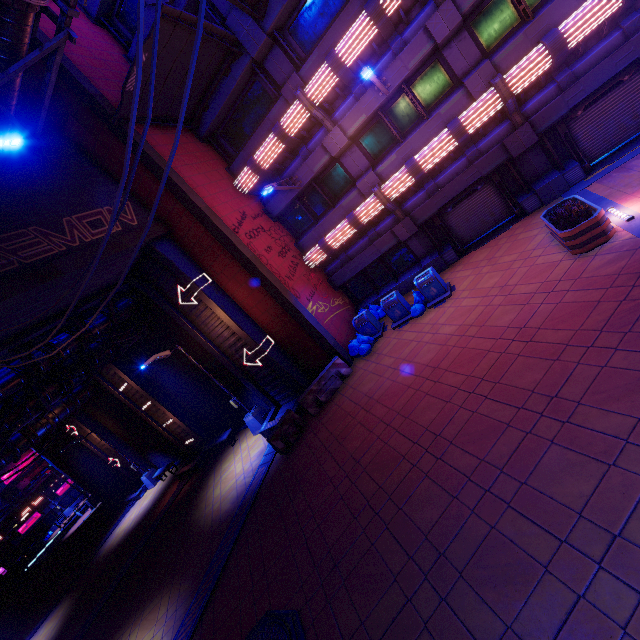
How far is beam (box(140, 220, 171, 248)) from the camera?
12.12m

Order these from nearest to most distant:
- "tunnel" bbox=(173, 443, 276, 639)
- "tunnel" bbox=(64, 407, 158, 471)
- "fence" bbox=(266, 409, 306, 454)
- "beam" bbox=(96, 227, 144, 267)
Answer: "tunnel" bbox=(173, 443, 276, 639) < "beam" bbox=(96, 227, 144, 267) < "fence" bbox=(266, 409, 306, 454) < "tunnel" bbox=(64, 407, 158, 471)

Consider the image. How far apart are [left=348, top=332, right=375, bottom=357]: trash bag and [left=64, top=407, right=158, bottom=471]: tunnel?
19.6m

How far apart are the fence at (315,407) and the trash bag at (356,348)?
0.51m

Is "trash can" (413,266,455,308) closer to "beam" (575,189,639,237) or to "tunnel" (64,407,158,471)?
"beam" (575,189,639,237)

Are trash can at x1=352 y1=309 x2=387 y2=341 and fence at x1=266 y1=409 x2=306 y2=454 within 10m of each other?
yes

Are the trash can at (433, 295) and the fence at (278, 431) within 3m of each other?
no

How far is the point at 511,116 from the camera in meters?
11.3
